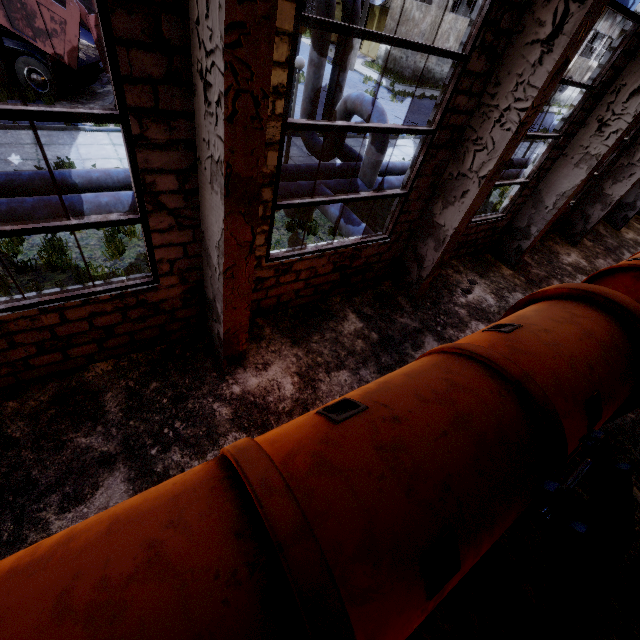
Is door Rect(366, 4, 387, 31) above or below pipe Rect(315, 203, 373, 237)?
above

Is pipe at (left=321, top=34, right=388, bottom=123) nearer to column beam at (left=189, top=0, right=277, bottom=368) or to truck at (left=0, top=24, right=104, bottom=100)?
column beam at (left=189, top=0, right=277, bottom=368)

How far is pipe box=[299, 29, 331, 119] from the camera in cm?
976

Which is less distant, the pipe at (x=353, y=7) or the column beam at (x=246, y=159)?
the column beam at (x=246, y=159)

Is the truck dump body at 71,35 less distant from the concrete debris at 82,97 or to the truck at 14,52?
the truck at 14,52

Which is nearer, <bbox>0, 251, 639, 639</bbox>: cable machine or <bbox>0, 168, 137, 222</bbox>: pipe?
<bbox>0, 251, 639, 639</bbox>: cable machine

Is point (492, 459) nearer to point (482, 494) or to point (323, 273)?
point (482, 494)
